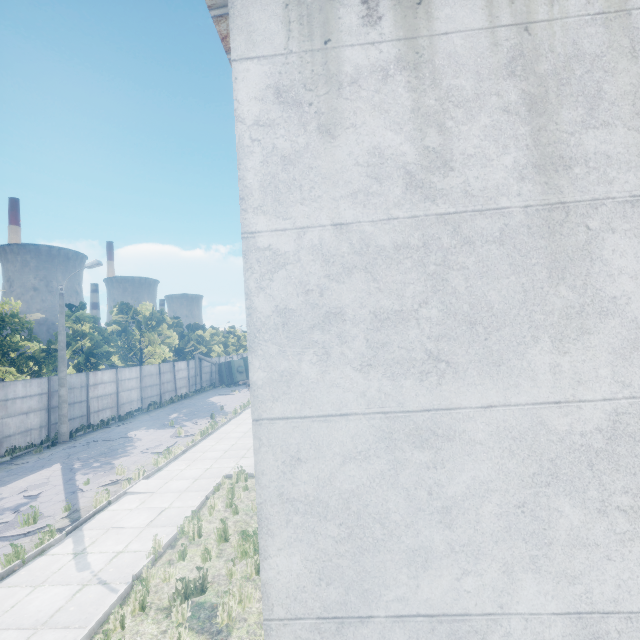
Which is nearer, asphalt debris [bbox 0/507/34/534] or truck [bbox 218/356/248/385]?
asphalt debris [bbox 0/507/34/534]

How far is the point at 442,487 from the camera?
2.17m

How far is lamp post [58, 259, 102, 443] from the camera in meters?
18.0 m

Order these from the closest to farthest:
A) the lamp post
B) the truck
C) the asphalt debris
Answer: the asphalt debris
the lamp post
the truck

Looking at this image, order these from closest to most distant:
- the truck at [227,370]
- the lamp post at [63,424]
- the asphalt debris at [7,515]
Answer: the asphalt debris at [7,515]
the lamp post at [63,424]
the truck at [227,370]

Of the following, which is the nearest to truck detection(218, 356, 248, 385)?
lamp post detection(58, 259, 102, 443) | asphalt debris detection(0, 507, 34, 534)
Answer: lamp post detection(58, 259, 102, 443)

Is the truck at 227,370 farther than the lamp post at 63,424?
Yes

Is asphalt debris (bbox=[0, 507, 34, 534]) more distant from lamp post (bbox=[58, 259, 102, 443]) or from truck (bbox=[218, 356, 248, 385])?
truck (bbox=[218, 356, 248, 385])
